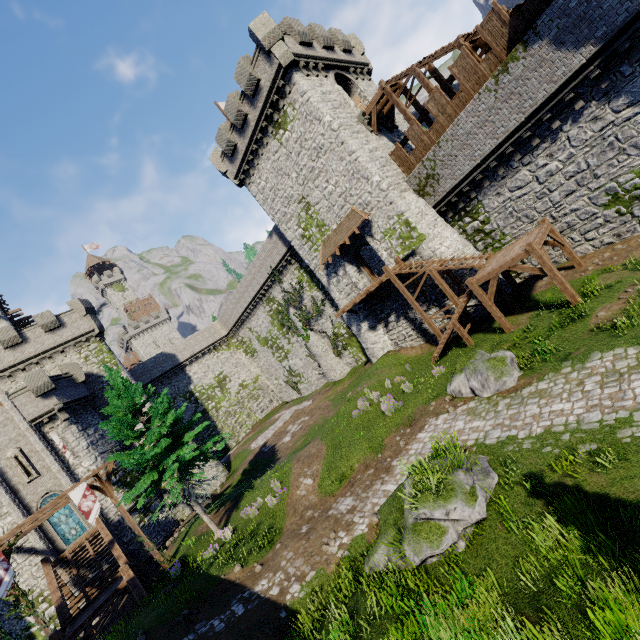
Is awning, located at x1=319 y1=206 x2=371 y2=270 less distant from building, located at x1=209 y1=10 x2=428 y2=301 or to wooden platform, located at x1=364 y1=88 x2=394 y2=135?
building, located at x1=209 y1=10 x2=428 y2=301

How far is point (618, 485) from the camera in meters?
6.4

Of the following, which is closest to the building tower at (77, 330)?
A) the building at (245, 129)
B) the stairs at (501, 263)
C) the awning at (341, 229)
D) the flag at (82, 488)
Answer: the flag at (82, 488)

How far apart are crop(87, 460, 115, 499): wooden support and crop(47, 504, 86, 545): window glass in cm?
870

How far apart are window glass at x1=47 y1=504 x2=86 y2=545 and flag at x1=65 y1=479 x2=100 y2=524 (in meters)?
9.89

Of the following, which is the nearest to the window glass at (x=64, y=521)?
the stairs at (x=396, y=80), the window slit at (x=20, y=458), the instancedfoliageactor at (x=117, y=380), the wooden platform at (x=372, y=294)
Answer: the window slit at (x=20, y=458)

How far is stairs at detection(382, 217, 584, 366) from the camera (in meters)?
13.44

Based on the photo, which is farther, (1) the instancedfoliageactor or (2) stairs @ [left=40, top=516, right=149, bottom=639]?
(1) the instancedfoliageactor
